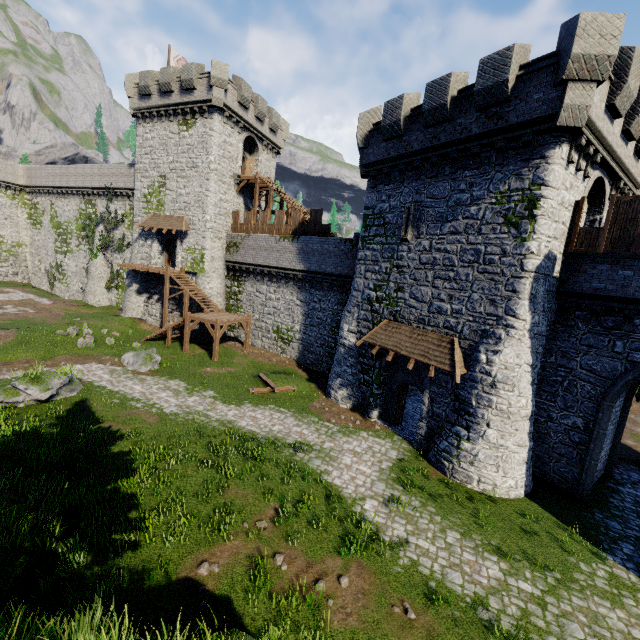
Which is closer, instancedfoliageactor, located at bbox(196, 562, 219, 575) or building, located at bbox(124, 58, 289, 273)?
instancedfoliageactor, located at bbox(196, 562, 219, 575)

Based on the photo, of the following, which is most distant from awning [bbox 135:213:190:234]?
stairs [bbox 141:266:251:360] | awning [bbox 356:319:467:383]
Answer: awning [bbox 356:319:467:383]

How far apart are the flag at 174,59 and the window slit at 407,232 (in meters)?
29.32

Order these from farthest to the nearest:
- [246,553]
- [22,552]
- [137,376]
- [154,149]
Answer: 1. [154,149]
2. [137,376]
3. [246,553]
4. [22,552]

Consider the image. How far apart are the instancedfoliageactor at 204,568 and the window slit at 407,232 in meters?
15.1 m

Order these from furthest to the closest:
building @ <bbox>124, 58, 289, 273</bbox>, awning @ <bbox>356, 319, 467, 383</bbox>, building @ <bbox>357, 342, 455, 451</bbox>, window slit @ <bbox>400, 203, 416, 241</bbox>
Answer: building @ <bbox>124, 58, 289, 273</bbox> < window slit @ <bbox>400, 203, 416, 241</bbox> < building @ <bbox>357, 342, 455, 451</bbox> < awning @ <bbox>356, 319, 467, 383</bbox>

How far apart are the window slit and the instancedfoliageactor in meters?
15.1 m

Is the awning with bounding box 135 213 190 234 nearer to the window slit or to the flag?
the flag
